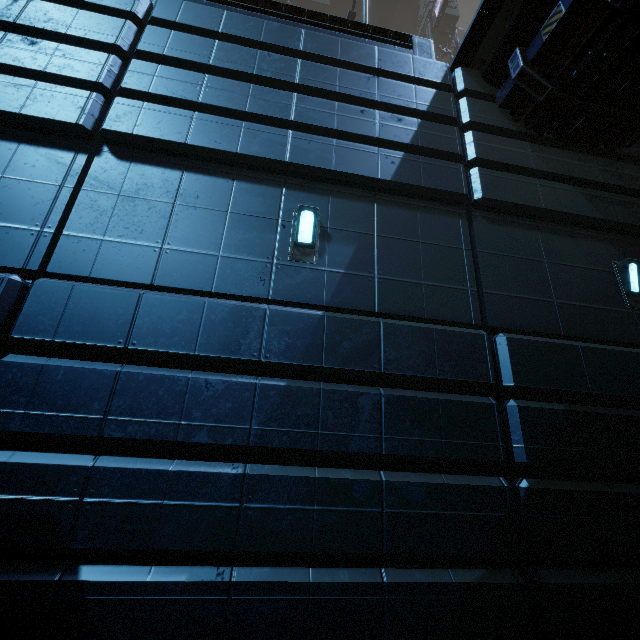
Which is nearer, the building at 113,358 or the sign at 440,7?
the building at 113,358

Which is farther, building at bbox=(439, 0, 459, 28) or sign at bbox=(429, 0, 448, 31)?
building at bbox=(439, 0, 459, 28)

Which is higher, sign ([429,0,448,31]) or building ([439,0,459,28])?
building ([439,0,459,28])

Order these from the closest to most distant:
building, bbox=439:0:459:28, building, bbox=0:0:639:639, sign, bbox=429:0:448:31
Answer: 1. building, bbox=0:0:639:639
2. sign, bbox=429:0:448:31
3. building, bbox=439:0:459:28

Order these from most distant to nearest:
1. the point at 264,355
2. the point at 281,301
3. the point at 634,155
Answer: the point at 634,155 < the point at 281,301 < the point at 264,355

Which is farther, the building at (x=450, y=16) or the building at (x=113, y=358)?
the building at (x=450, y=16)

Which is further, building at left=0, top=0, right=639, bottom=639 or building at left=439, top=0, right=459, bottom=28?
building at left=439, top=0, right=459, bottom=28
